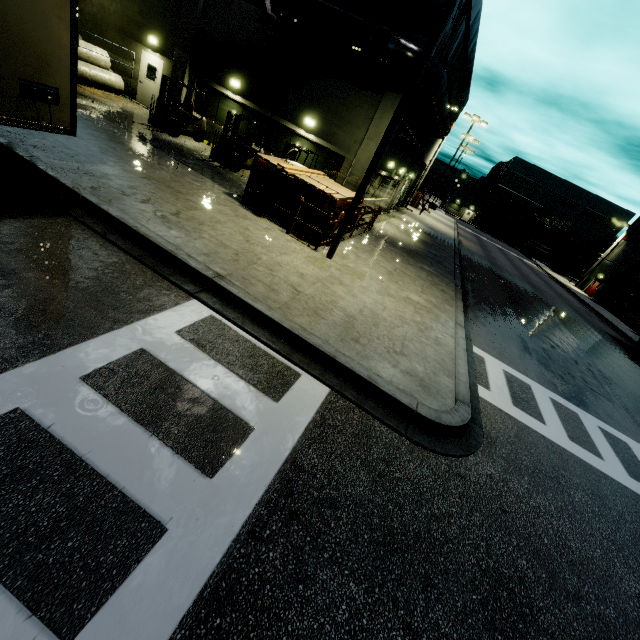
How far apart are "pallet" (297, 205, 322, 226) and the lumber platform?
0.2 meters

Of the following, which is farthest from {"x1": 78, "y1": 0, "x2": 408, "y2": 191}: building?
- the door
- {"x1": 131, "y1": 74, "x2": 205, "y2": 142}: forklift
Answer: {"x1": 131, "y1": 74, "x2": 205, "y2": 142}: forklift

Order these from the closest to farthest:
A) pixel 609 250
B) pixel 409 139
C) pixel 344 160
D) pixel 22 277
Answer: pixel 22 277
pixel 344 160
pixel 409 139
pixel 609 250

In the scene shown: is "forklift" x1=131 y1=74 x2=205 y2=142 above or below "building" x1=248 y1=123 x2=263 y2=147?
below

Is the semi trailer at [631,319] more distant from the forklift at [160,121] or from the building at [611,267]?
the forklift at [160,121]

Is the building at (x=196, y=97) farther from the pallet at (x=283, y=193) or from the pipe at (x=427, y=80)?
the pallet at (x=283, y=193)

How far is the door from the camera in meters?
17.1

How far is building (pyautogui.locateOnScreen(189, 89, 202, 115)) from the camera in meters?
16.9
